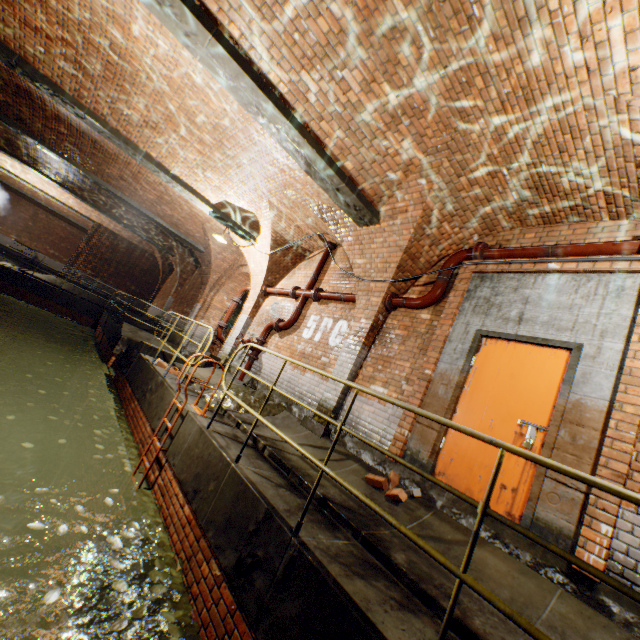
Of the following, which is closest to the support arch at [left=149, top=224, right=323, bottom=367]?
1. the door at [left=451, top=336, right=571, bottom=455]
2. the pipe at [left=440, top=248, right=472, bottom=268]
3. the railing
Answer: the pipe at [left=440, top=248, right=472, bottom=268]

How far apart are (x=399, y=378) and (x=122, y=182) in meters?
11.6

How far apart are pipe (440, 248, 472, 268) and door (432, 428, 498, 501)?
1.1m

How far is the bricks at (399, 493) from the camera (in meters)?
3.87

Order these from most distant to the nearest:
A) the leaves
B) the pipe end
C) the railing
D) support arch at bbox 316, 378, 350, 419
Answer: support arch at bbox 316, 378, 350, 419
the pipe end
the leaves
the railing

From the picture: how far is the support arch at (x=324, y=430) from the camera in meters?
5.6

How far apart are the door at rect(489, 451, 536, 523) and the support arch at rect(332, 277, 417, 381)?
1.8m

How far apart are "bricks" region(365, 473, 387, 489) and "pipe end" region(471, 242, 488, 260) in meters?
3.6 m
